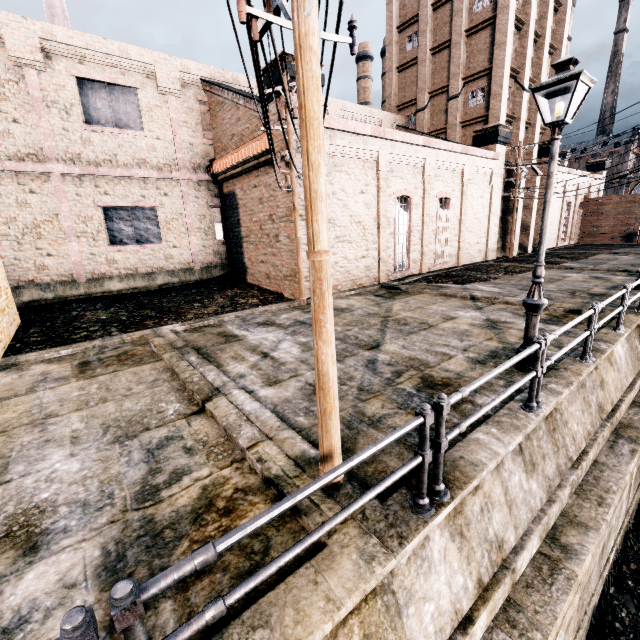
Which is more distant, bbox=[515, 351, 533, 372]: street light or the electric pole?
bbox=[515, 351, 533, 372]: street light

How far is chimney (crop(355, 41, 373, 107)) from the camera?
47.2m

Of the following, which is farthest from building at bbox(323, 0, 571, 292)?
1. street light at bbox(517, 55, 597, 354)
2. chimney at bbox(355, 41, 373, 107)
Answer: chimney at bbox(355, 41, 373, 107)

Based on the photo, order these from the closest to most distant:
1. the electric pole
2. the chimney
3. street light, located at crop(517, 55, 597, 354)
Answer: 1. the electric pole
2. street light, located at crop(517, 55, 597, 354)
3. the chimney

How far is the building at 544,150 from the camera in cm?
2922

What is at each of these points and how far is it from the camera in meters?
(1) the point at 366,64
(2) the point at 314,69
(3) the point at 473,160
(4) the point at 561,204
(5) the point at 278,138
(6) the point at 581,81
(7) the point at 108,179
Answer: (1) chimney, 47.6 m
(2) electric pole, 2.8 m
(3) building, 23.0 m
(4) building, 35.4 m
(5) building, 14.8 m
(6) street light, 5.4 m
(7) building, 18.4 m

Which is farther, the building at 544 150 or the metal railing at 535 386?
the building at 544 150

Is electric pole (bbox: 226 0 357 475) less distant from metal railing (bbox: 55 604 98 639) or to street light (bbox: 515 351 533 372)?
metal railing (bbox: 55 604 98 639)
